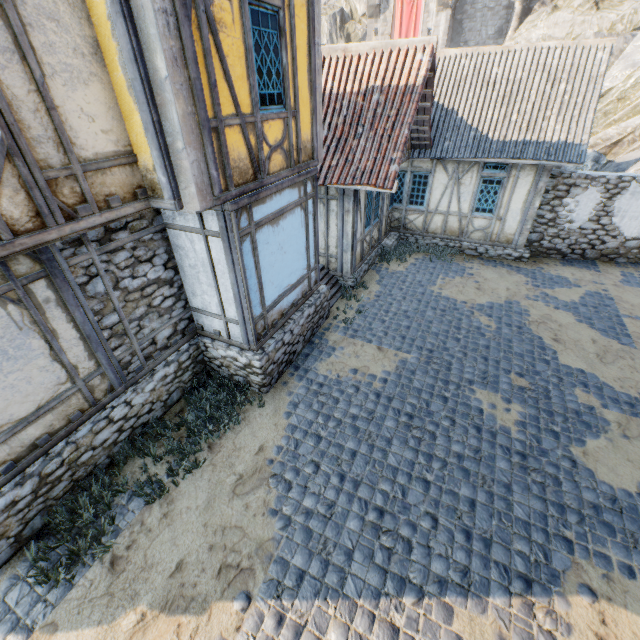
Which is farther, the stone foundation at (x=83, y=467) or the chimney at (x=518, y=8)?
the chimney at (x=518, y=8)

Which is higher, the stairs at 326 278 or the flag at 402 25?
the flag at 402 25

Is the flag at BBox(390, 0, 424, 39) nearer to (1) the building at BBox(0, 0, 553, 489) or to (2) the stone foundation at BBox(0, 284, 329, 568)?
(1) the building at BBox(0, 0, 553, 489)

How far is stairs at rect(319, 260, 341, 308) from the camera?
10.0m

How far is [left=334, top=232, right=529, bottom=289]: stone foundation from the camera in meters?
10.8 m

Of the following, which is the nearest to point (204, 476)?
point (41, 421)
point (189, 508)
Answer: point (189, 508)

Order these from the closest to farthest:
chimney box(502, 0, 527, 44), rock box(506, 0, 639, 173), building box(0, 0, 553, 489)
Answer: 1. building box(0, 0, 553, 489)
2. rock box(506, 0, 639, 173)
3. chimney box(502, 0, 527, 44)

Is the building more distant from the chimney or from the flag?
the chimney
